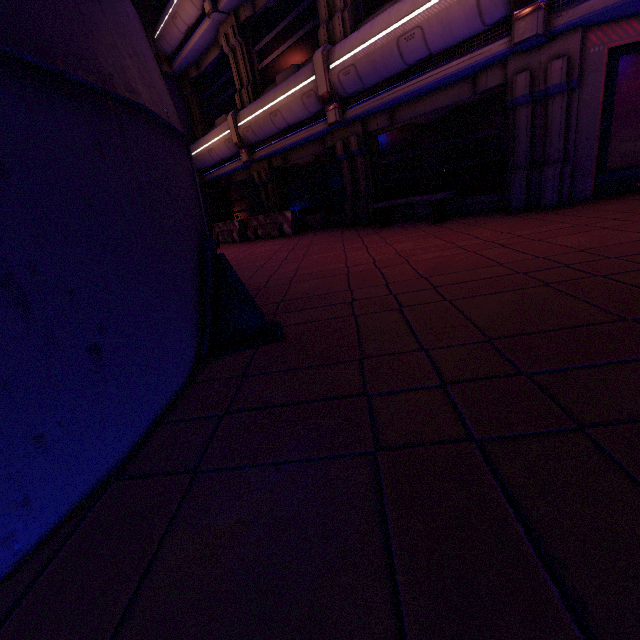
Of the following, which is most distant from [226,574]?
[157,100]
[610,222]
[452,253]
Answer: [610,222]

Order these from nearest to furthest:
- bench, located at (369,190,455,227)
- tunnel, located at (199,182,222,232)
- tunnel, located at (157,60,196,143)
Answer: bench, located at (369,190,455,227), tunnel, located at (157,60,196,143), tunnel, located at (199,182,222,232)

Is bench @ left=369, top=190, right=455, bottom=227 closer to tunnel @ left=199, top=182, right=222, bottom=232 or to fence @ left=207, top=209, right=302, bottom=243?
fence @ left=207, top=209, right=302, bottom=243

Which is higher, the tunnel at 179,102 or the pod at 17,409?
the tunnel at 179,102

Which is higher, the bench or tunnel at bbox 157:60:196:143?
tunnel at bbox 157:60:196:143

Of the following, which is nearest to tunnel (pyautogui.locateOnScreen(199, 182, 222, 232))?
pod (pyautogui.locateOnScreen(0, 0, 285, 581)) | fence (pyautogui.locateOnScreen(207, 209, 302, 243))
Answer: fence (pyautogui.locateOnScreen(207, 209, 302, 243))

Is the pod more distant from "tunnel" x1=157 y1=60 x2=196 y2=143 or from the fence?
"tunnel" x1=157 y1=60 x2=196 y2=143

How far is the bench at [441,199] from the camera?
7.50m
